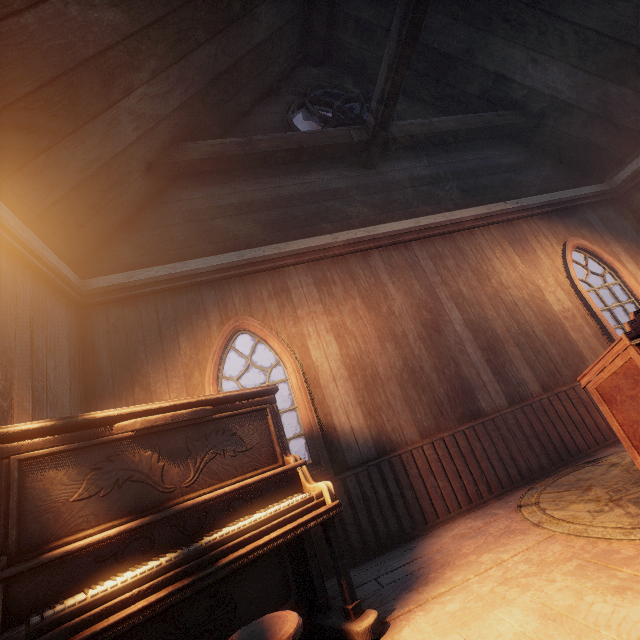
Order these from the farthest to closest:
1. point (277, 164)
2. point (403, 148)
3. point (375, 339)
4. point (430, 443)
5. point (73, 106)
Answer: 1. point (403, 148)
2. point (277, 164)
3. point (375, 339)
4. point (430, 443)
5. point (73, 106)

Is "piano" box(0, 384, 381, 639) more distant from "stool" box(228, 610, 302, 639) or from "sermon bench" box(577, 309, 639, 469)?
"sermon bench" box(577, 309, 639, 469)

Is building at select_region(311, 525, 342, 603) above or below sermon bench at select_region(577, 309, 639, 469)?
below

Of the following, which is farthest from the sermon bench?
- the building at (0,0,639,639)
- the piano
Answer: the piano

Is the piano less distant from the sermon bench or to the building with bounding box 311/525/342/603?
the building with bounding box 311/525/342/603

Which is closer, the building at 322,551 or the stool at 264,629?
the stool at 264,629

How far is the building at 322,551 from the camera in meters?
2.8
